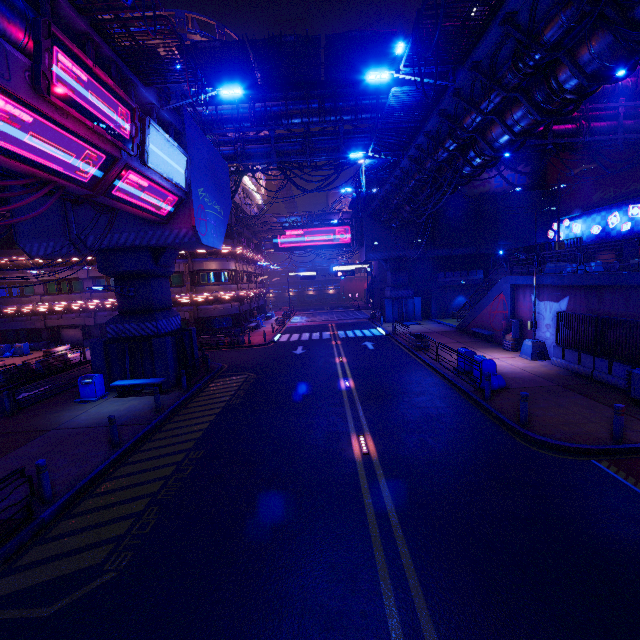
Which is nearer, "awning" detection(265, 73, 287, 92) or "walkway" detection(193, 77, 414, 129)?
"awning" detection(265, 73, 287, 92)

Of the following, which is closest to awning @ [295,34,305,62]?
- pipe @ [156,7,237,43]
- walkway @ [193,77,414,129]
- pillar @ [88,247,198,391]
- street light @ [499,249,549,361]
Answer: walkway @ [193,77,414,129]

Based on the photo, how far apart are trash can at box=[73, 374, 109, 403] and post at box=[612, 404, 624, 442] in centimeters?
2012cm

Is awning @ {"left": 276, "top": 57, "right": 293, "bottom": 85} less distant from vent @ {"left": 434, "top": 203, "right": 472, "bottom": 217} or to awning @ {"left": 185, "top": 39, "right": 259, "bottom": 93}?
awning @ {"left": 185, "top": 39, "right": 259, "bottom": 93}

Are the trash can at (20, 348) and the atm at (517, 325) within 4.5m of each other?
no

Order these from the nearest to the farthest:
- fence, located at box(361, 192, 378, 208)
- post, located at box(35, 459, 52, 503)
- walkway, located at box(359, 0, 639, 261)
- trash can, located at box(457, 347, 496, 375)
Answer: post, located at box(35, 459, 52, 503), walkway, located at box(359, 0, 639, 261), trash can, located at box(457, 347, 496, 375), fence, located at box(361, 192, 378, 208)

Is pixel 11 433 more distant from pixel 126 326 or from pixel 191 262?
pixel 191 262

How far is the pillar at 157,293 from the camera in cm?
1656
